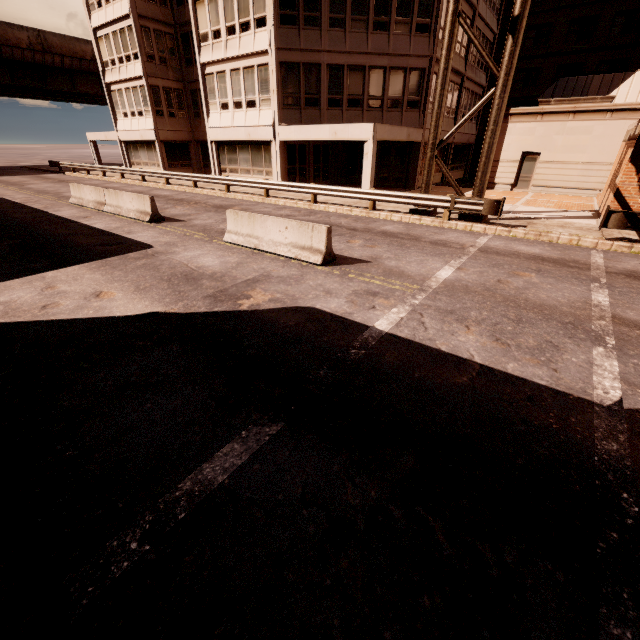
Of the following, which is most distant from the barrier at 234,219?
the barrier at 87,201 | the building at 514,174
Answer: the building at 514,174

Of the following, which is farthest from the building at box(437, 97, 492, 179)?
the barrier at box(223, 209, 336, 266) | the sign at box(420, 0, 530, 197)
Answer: the barrier at box(223, 209, 336, 266)

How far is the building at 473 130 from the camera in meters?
26.8

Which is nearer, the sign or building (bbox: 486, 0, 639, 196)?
the sign

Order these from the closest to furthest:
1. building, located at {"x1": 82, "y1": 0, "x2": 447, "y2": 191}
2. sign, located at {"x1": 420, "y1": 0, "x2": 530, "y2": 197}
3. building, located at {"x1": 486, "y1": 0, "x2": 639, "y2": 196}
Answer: sign, located at {"x1": 420, "y1": 0, "x2": 530, "y2": 197}
building, located at {"x1": 82, "y1": 0, "x2": 447, "y2": 191}
building, located at {"x1": 486, "y1": 0, "x2": 639, "y2": 196}

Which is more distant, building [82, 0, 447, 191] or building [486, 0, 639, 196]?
building [486, 0, 639, 196]

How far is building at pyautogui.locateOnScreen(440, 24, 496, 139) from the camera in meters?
22.9

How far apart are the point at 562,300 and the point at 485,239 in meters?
5.1
